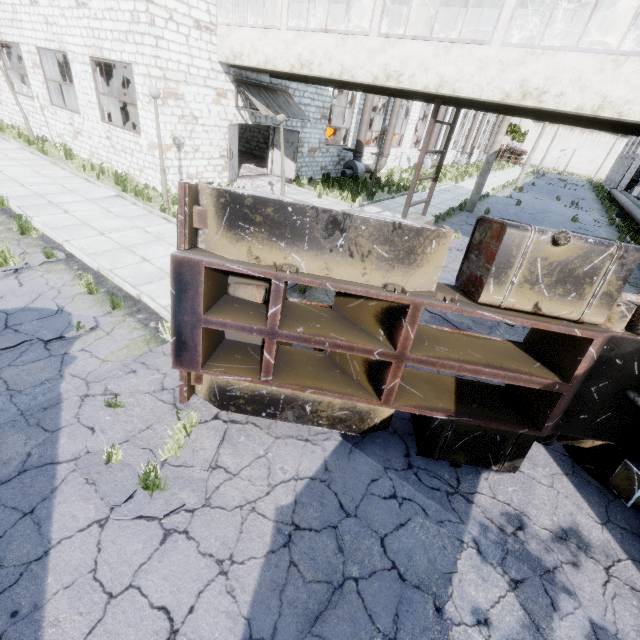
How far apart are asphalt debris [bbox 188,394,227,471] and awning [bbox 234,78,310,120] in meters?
11.6

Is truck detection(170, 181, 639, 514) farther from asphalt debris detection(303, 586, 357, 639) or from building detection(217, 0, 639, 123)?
building detection(217, 0, 639, 123)

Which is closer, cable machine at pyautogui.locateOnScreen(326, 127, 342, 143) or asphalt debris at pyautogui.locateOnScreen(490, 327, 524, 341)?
asphalt debris at pyautogui.locateOnScreen(490, 327, 524, 341)

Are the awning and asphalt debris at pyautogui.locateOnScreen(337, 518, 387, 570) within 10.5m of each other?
no

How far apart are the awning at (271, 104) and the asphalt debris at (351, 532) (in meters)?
13.82

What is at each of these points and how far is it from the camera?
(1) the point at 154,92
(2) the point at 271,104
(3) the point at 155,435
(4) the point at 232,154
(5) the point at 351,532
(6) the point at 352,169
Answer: (1) lamp post, 8.9m
(2) awning, 13.3m
(3) asphalt debris, 4.0m
(4) door, 13.3m
(5) asphalt debris, 3.4m
(6) fan motor, 20.4m

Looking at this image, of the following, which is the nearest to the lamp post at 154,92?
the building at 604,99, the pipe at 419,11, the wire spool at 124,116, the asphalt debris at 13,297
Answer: the building at 604,99

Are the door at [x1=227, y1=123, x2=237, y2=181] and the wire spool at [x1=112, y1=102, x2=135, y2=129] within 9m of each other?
no
